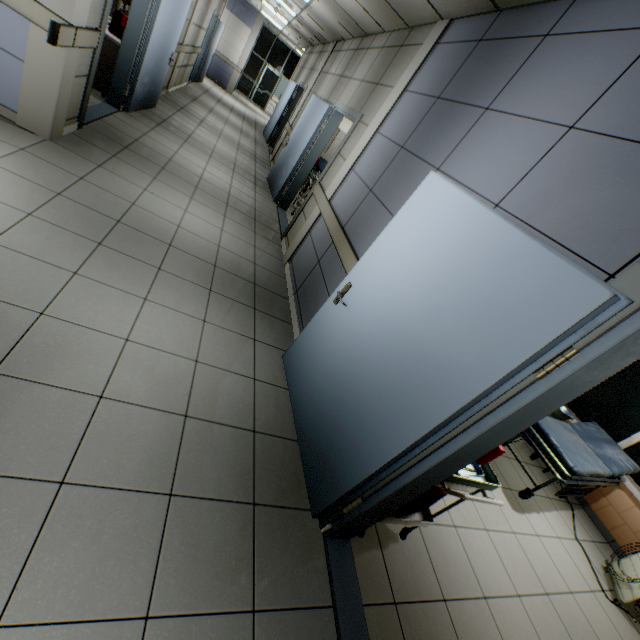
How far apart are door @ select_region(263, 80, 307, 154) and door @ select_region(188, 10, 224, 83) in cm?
274

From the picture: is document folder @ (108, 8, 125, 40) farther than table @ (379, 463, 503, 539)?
Yes

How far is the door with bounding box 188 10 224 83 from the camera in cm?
1040

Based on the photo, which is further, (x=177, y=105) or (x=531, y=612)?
(x=177, y=105)

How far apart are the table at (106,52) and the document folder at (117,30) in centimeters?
2cm

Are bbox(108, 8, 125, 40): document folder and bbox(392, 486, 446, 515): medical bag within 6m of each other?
no

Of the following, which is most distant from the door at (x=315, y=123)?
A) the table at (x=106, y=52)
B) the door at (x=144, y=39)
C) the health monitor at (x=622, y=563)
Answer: the health monitor at (x=622, y=563)

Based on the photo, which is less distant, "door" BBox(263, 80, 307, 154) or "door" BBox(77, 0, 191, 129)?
"door" BBox(77, 0, 191, 129)
